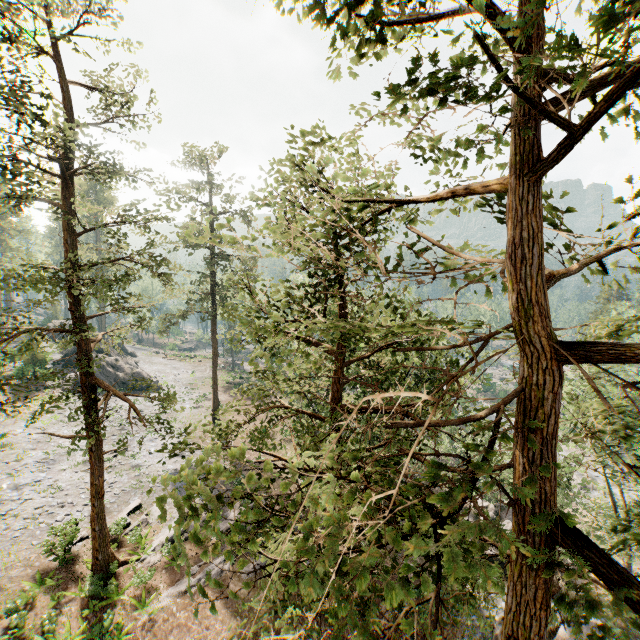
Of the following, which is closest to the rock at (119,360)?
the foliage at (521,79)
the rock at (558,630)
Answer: the foliage at (521,79)

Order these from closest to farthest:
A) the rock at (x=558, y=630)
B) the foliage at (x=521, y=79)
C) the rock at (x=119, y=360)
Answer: the foliage at (x=521, y=79) → the rock at (x=558, y=630) → the rock at (x=119, y=360)

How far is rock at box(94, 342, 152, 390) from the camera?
39.47m

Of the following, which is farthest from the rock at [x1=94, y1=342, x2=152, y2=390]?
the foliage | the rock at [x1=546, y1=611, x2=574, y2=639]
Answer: the rock at [x1=546, y1=611, x2=574, y2=639]

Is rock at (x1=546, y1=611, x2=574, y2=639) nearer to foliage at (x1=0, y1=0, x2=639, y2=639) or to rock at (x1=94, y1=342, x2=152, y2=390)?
foliage at (x1=0, y1=0, x2=639, y2=639)

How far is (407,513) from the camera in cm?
283

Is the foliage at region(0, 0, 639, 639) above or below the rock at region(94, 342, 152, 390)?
above
